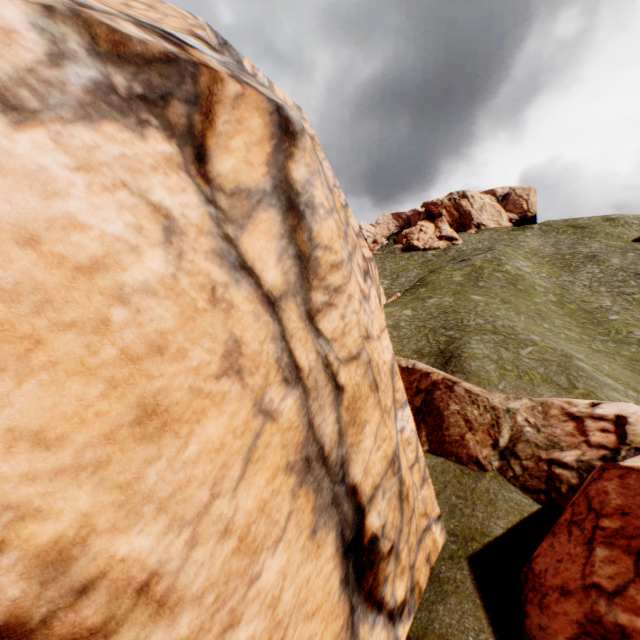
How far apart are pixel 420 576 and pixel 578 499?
4.4 meters
